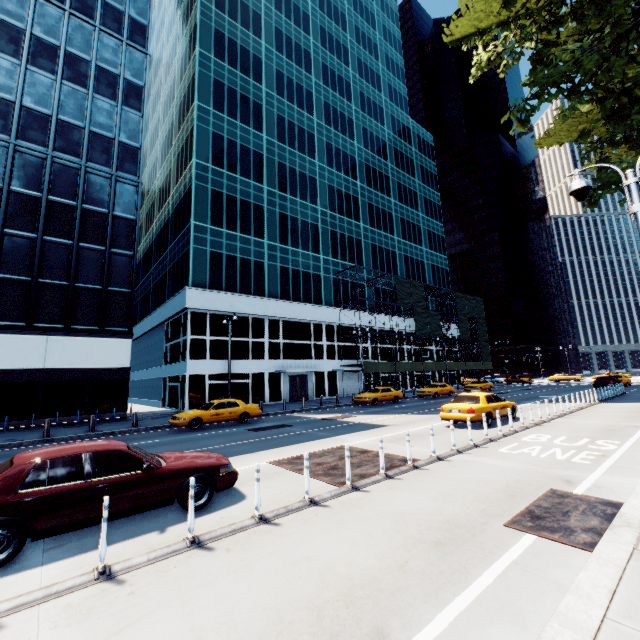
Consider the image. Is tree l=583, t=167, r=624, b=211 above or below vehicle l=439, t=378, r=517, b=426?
above

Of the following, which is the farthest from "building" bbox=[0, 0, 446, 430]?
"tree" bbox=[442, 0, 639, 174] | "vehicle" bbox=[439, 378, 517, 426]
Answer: "tree" bbox=[442, 0, 639, 174]

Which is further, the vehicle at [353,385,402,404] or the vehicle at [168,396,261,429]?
the vehicle at [353,385,402,404]

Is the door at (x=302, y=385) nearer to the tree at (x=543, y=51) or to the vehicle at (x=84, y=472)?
the vehicle at (x=84, y=472)

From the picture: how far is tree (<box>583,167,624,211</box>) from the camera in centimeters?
1739cm

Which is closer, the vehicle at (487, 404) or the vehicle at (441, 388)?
the vehicle at (487, 404)

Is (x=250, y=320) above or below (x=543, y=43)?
below

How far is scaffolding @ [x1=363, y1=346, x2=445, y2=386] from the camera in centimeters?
3755cm
